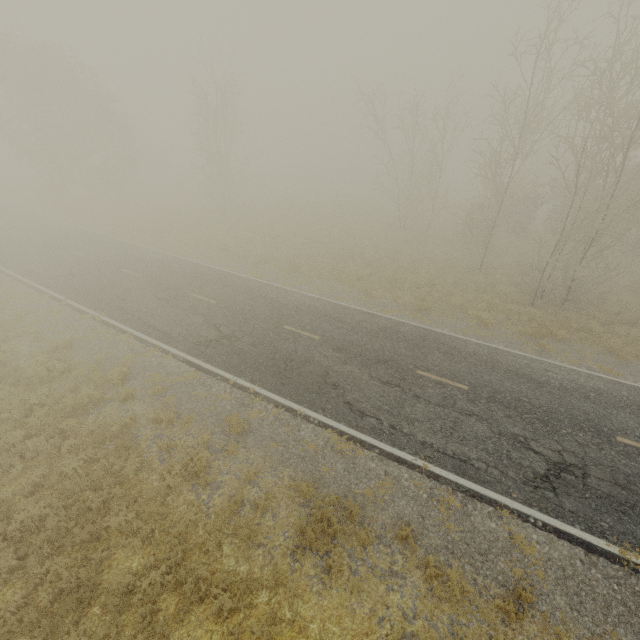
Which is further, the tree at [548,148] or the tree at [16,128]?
the tree at [16,128]

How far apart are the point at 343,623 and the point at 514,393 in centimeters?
849cm

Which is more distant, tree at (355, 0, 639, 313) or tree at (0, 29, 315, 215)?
tree at (0, 29, 315, 215)
